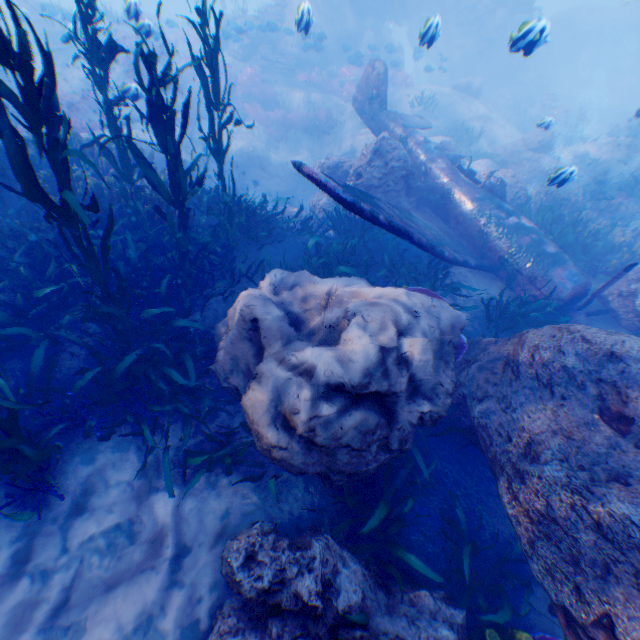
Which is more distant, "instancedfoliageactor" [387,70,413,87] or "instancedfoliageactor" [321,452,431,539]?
"instancedfoliageactor" [387,70,413,87]

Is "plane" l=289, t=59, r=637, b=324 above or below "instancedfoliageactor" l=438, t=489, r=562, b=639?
above

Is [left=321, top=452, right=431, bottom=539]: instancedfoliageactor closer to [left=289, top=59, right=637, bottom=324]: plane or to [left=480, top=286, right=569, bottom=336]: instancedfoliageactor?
[left=480, top=286, right=569, bottom=336]: instancedfoliageactor

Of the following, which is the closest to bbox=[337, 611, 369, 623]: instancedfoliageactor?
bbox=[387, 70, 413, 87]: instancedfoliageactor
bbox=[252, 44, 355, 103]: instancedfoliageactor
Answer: bbox=[252, 44, 355, 103]: instancedfoliageactor

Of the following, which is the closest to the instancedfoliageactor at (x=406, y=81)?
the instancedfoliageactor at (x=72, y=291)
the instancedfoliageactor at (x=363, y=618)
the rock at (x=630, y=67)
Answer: the rock at (x=630, y=67)

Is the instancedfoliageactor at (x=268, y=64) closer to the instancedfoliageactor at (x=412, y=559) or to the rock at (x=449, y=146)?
the rock at (x=449, y=146)

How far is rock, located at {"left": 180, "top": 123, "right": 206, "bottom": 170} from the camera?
13.48m

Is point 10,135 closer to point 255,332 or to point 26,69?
point 26,69
